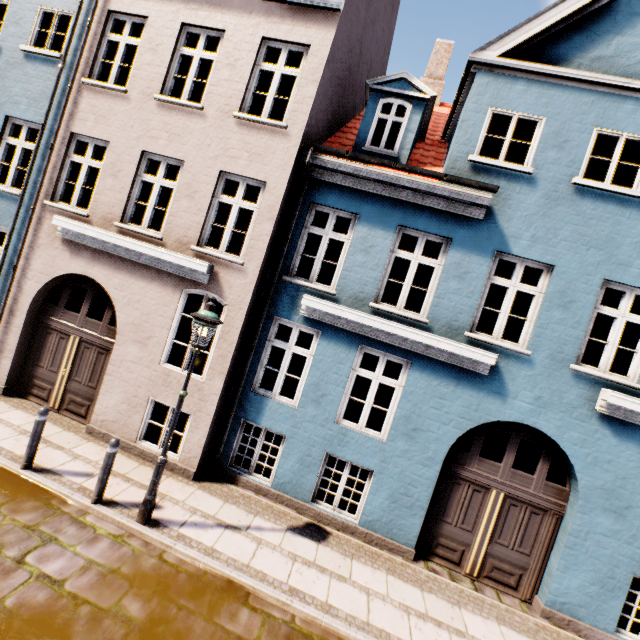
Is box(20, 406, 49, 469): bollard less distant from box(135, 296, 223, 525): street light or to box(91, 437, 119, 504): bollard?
box(91, 437, 119, 504): bollard

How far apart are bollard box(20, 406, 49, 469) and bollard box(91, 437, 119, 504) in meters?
1.3 m

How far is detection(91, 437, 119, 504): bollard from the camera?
5.3 meters

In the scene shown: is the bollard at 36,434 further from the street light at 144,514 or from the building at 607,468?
the street light at 144,514

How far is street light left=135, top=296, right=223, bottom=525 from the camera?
5.11m

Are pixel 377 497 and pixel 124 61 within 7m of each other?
no

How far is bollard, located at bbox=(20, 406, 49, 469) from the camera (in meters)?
5.57

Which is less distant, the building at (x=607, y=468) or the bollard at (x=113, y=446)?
the bollard at (x=113, y=446)
